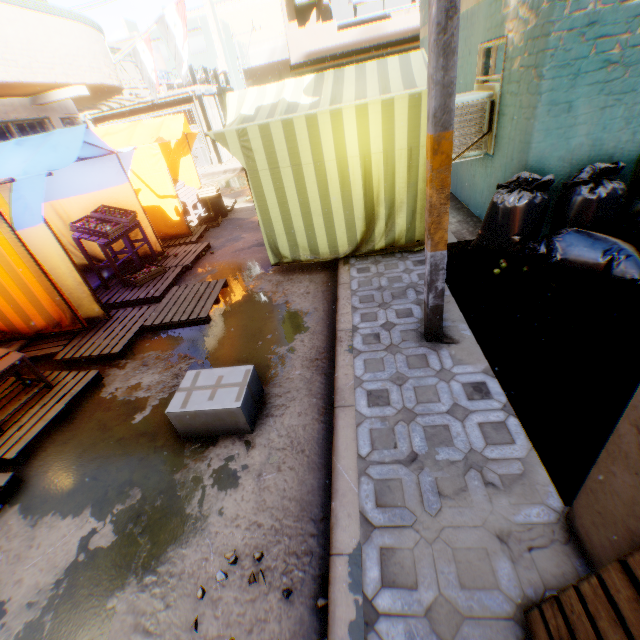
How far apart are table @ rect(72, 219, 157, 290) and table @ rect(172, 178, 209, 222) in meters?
2.4 m

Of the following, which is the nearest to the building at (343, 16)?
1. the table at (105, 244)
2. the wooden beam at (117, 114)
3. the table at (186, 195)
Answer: the wooden beam at (117, 114)

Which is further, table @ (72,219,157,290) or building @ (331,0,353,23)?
building @ (331,0,353,23)

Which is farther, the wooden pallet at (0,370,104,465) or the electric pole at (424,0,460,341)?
the wooden pallet at (0,370,104,465)

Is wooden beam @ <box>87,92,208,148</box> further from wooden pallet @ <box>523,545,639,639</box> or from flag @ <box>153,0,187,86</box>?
wooden pallet @ <box>523,545,639,639</box>

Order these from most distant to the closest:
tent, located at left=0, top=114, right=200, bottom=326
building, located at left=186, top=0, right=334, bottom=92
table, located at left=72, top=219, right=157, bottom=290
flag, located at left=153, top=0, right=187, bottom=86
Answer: building, located at left=186, top=0, right=334, bottom=92
flag, located at left=153, top=0, right=187, bottom=86
table, located at left=72, top=219, right=157, bottom=290
tent, located at left=0, top=114, right=200, bottom=326

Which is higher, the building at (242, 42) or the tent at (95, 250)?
the building at (242, 42)

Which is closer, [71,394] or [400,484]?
[400,484]
